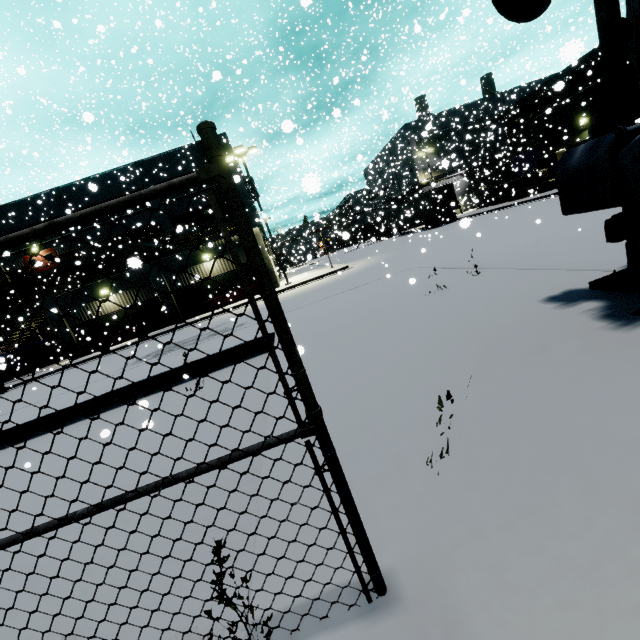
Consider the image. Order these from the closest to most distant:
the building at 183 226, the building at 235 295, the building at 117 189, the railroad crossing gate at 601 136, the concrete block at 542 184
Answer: the railroad crossing gate at 601 136, the building at 183 226, the building at 235 295, the concrete block at 542 184, the building at 117 189

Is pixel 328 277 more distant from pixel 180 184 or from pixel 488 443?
pixel 180 184

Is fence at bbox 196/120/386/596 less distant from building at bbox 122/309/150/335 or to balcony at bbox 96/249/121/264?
building at bbox 122/309/150/335

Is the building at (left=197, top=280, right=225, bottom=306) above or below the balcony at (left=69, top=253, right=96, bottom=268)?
below

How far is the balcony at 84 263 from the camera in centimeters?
2791cm

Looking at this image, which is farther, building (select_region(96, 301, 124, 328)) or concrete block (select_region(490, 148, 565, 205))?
concrete block (select_region(490, 148, 565, 205))

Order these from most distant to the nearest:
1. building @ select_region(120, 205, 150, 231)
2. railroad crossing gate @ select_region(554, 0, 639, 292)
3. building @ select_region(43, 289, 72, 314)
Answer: building @ select_region(120, 205, 150, 231)
building @ select_region(43, 289, 72, 314)
railroad crossing gate @ select_region(554, 0, 639, 292)

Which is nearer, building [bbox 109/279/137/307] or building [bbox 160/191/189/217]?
building [bbox 109/279/137/307]
